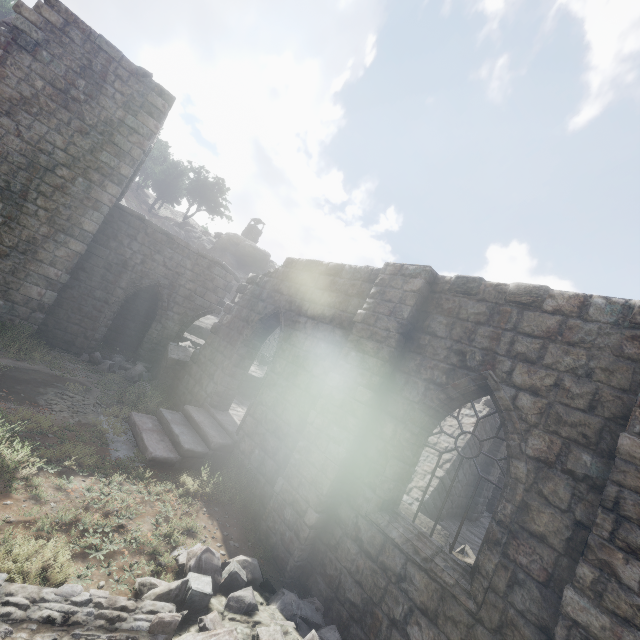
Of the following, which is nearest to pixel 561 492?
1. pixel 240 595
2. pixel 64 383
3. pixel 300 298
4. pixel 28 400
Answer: pixel 240 595

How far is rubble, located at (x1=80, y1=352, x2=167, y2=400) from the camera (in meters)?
12.26

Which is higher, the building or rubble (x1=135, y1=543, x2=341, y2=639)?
the building

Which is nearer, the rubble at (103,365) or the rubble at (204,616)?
the rubble at (204,616)

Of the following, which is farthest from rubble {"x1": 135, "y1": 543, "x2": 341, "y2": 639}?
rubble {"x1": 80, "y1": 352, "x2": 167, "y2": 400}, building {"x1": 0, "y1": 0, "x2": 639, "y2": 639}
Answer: rubble {"x1": 80, "y1": 352, "x2": 167, "y2": 400}

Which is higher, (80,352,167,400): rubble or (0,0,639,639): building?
(0,0,639,639): building

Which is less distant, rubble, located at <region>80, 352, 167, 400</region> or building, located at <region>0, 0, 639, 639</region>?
building, located at <region>0, 0, 639, 639</region>

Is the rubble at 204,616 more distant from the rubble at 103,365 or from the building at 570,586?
the rubble at 103,365
